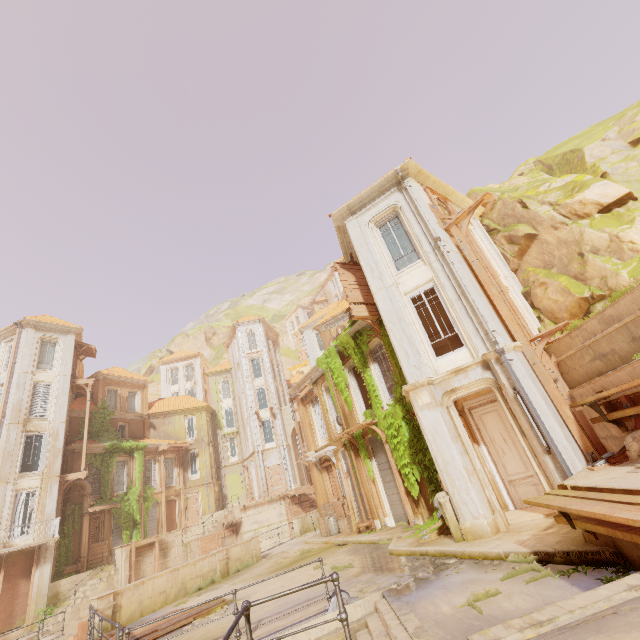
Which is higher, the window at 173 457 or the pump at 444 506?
the window at 173 457

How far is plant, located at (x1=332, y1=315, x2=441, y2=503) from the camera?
12.5m

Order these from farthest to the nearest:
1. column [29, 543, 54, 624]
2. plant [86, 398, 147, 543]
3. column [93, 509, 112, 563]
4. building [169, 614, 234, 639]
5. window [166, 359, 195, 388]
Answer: window [166, 359, 195, 388] → plant [86, 398, 147, 543] → column [93, 509, 112, 563] → column [29, 543, 54, 624] → building [169, 614, 234, 639]

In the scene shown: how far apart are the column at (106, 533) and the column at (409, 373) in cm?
2708

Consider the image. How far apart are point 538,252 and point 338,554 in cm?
1517

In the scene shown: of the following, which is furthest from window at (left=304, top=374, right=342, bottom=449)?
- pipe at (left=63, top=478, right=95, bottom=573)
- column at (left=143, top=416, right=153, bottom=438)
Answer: column at (left=143, top=416, right=153, bottom=438)

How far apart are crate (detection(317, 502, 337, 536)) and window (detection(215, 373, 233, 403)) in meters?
26.1

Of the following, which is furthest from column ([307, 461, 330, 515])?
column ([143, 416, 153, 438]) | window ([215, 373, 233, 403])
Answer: window ([215, 373, 233, 403])
